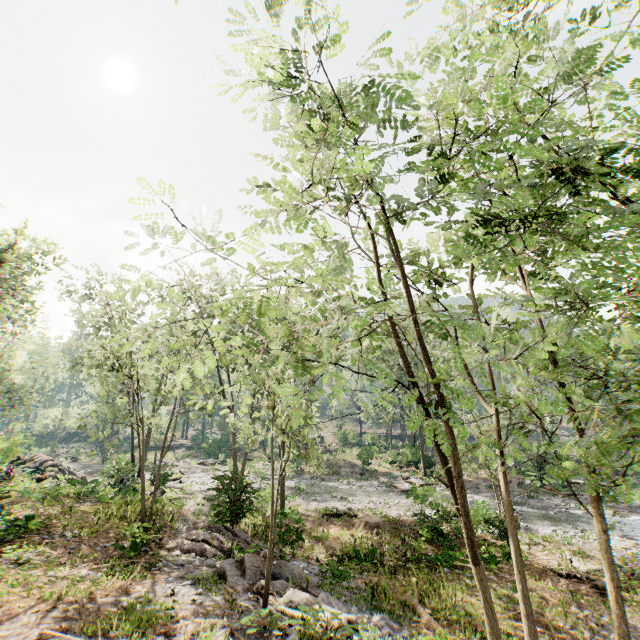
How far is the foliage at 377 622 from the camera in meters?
9.0

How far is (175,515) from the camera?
16.3m

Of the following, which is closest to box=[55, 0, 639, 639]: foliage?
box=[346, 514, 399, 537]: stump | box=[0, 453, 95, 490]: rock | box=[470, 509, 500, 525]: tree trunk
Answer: box=[0, 453, 95, 490]: rock

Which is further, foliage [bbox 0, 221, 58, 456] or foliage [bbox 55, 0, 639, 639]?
foliage [bbox 0, 221, 58, 456]

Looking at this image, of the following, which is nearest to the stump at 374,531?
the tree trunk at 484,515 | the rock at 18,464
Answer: the tree trunk at 484,515

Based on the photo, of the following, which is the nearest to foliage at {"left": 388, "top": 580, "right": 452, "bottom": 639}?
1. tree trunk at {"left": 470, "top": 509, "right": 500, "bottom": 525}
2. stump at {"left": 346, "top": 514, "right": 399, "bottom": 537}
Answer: tree trunk at {"left": 470, "top": 509, "right": 500, "bottom": 525}

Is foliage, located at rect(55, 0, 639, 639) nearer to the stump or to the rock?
the rock
